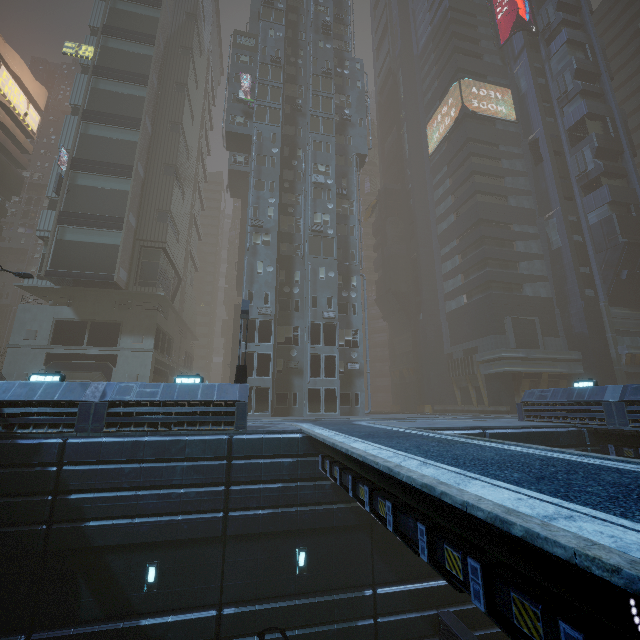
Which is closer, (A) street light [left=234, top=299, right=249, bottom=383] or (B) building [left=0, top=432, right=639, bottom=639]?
(B) building [left=0, top=432, right=639, bottom=639]

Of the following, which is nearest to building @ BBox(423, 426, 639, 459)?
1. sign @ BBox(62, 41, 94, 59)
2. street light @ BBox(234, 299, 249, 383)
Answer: sign @ BBox(62, 41, 94, 59)

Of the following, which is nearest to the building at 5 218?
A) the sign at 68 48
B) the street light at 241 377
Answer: the sign at 68 48

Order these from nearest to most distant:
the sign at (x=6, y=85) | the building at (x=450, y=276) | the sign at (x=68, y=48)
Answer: the building at (x=450, y=276)
the sign at (x=68, y=48)
the sign at (x=6, y=85)

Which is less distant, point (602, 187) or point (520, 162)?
point (602, 187)

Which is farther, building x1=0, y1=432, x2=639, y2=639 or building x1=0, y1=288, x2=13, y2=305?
building x1=0, y1=288, x2=13, y2=305

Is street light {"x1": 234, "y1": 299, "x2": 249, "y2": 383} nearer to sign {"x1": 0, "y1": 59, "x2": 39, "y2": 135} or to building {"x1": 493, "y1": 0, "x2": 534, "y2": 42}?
building {"x1": 493, "y1": 0, "x2": 534, "y2": 42}

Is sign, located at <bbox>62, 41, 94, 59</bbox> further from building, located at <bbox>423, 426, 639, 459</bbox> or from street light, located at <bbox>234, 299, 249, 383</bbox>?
street light, located at <bbox>234, 299, 249, 383</bbox>
